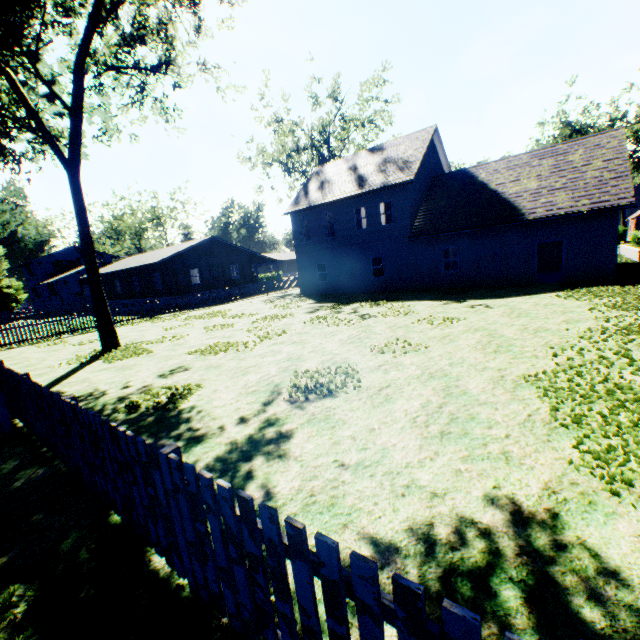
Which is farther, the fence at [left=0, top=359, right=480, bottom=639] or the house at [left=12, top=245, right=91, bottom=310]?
the house at [left=12, top=245, right=91, bottom=310]

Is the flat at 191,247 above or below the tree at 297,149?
below

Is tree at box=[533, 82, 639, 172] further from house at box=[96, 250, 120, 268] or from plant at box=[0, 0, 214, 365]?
house at box=[96, 250, 120, 268]

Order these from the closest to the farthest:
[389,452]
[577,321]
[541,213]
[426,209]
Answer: [389,452], [577,321], [541,213], [426,209]

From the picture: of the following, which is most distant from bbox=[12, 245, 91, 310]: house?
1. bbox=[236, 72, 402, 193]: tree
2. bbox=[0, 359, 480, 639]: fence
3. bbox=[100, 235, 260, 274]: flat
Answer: bbox=[236, 72, 402, 193]: tree

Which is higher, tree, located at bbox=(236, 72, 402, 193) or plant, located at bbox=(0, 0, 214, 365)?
tree, located at bbox=(236, 72, 402, 193)

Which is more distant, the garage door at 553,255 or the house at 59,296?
the house at 59,296

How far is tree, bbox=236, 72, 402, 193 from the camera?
33.62m
